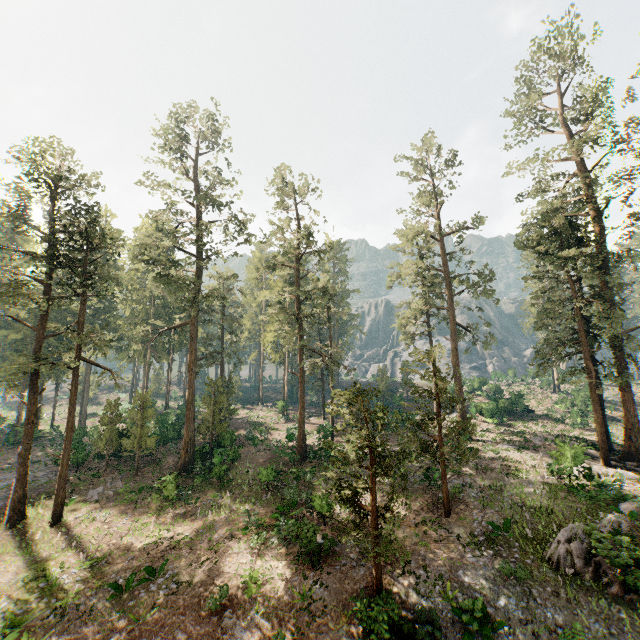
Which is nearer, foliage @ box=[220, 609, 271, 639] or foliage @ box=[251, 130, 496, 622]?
foliage @ box=[220, 609, 271, 639]

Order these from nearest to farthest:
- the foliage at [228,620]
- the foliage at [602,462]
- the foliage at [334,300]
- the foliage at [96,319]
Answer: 1. the foliage at [228,620]
2. the foliage at [334,300]
3. the foliage at [96,319]
4. the foliage at [602,462]

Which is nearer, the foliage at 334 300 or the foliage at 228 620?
the foliage at 228 620

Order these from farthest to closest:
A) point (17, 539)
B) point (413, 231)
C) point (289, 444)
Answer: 1. point (289, 444)
2. point (413, 231)
3. point (17, 539)

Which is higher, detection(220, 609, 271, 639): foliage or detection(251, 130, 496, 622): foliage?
detection(251, 130, 496, 622): foliage

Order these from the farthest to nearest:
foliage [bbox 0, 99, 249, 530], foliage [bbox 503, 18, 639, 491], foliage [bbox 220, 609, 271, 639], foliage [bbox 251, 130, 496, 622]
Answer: foliage [bbox 503, 18, 639, 491] → foliage [bbox 0, 99, 249, 530] → foliage [bbox 251, 130, 496, 622] → foliage [bbox 220, 609, 271, 639]

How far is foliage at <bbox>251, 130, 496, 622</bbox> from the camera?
14.0m
